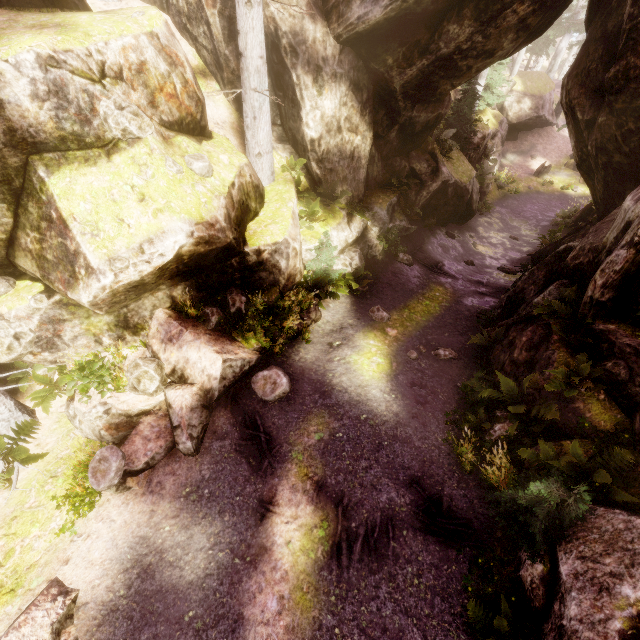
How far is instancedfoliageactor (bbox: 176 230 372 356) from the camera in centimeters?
877cm

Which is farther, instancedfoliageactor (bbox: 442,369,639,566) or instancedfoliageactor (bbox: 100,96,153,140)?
instancedfoliageactor (bbox: 100,96,153,140)

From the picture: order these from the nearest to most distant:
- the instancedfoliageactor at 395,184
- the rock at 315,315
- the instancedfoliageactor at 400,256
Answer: the rock at 315,315 < the instancedfoliageactor at 400,256 < the instancedfoliageactor at 395,184

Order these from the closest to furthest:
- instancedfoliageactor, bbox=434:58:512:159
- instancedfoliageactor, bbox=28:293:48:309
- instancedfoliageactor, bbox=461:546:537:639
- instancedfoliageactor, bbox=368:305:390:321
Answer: instancedfoliageactor, bbox=461:546:537:639 < instancedfoliageactor, bbox=28:293:48:309 < instancedfoliageactor, bbox=368:305:390:321 < instancedfoliageactor, bbox=434:58:512:159

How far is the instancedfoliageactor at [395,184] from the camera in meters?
14.7

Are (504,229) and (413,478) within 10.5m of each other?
no

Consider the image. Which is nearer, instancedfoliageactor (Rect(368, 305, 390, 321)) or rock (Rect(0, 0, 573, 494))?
rock (Rect(0, 0, 573, 494))
